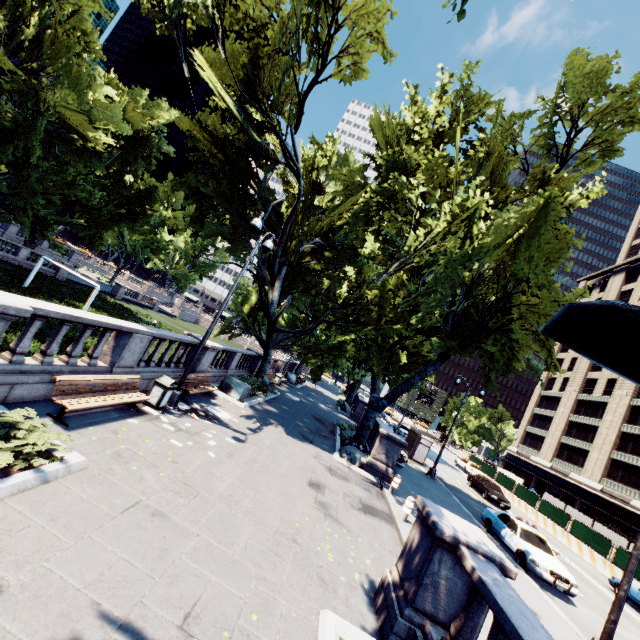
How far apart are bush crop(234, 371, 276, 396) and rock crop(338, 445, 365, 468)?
6.4 meters

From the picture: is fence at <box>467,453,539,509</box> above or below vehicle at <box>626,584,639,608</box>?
above

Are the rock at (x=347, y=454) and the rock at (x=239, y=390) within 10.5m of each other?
yes

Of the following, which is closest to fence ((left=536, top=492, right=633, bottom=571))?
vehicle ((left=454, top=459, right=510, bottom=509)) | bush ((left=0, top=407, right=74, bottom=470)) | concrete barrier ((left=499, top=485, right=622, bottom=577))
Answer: concrete barrier ((left=499, top=485, right=622, bottom=577))

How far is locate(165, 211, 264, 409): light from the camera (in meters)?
11.09

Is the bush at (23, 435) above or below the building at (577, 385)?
below

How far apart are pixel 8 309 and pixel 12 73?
20.5 meters

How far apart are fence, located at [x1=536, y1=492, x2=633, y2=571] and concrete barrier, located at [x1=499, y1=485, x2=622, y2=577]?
0.0 meters
